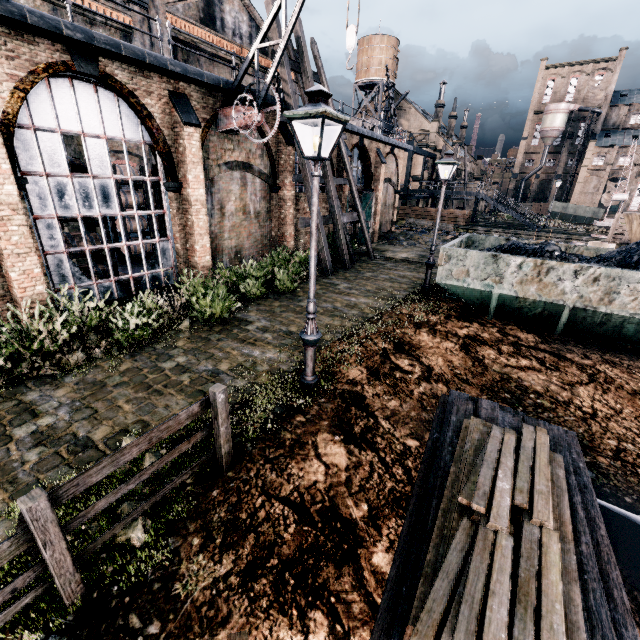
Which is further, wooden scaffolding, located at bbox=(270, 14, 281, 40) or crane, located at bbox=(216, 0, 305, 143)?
wooden scaffolding, located at bbox=(270, 14, 281, 40)

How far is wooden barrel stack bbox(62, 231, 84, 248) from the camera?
11.1m

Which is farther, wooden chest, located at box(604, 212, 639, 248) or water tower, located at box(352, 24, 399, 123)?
water tower, located at box(352, 24, 399, 123)

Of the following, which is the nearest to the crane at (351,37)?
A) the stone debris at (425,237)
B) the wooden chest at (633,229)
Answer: the stone debris at (425,237)

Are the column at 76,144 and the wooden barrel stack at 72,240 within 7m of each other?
yes

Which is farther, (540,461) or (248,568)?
(540,461)

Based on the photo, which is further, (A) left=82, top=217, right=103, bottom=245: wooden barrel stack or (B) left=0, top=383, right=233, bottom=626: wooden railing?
(A) left=82, top=217, right=103, bottom=245: wooden barrel stack

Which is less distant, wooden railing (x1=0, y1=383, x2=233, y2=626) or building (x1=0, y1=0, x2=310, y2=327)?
wooden railing (x1=0, y1=383, x2=233, y2=626)
